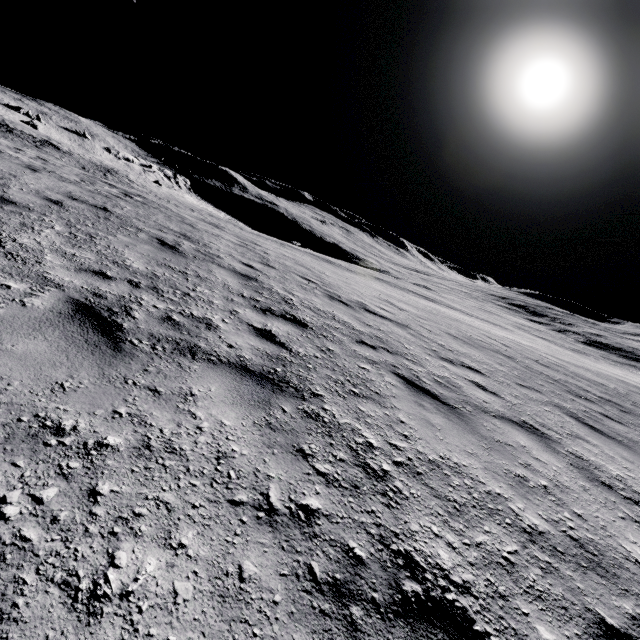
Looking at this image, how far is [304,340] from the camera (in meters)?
4.73
